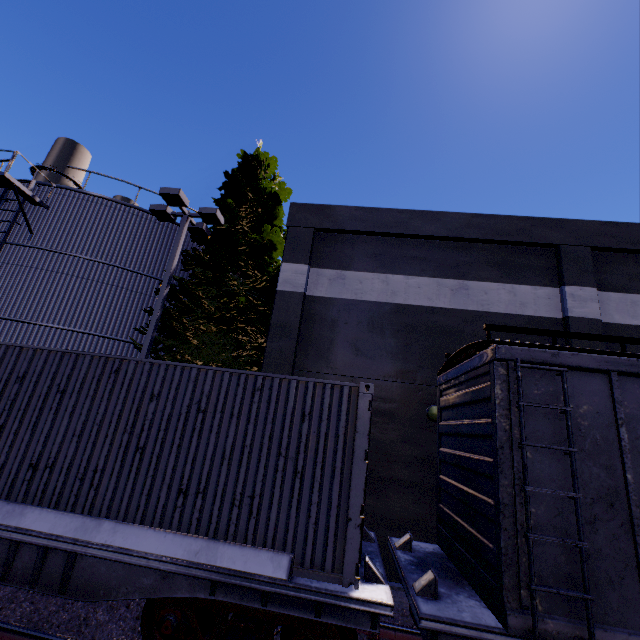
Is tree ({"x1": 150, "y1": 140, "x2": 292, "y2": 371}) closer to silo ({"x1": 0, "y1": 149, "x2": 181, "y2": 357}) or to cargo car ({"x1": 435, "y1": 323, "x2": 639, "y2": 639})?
silo ({"x1": 0, "y1": 149, "x2": 181, "y2": 357})

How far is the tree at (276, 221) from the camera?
11.49m

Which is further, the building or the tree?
the tree

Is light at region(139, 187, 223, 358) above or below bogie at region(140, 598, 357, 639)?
above

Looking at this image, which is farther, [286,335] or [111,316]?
[111,316]

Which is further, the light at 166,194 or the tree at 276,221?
the tree at 276,221

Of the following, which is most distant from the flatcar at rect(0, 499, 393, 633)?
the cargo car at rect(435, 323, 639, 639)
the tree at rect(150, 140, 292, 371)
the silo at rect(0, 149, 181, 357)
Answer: the tree at rect(150, 140, 292, 371)

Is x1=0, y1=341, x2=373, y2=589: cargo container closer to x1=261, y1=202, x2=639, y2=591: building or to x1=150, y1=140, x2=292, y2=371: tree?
x1=261, y1=202, x2=639, y2=591: building
